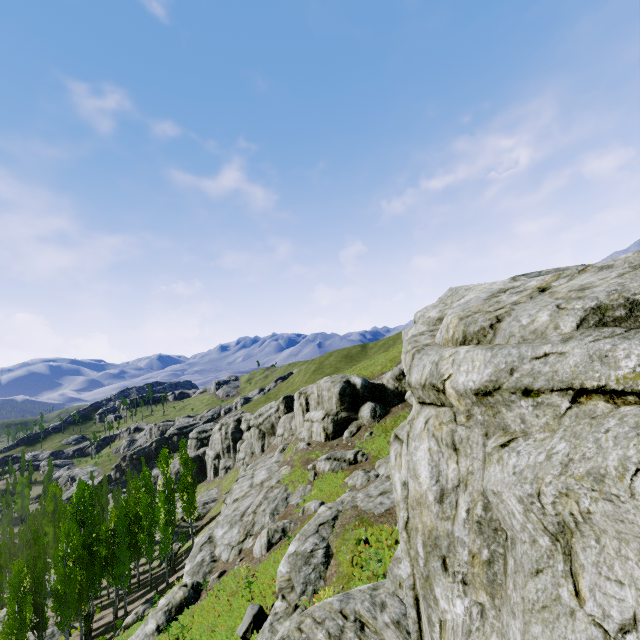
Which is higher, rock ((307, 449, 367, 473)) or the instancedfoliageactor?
rock ((307, 449, 367, 473))

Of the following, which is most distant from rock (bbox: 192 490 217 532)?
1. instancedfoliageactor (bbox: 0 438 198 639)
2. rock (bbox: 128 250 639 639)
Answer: rock (bbox: 128 250 639 639)

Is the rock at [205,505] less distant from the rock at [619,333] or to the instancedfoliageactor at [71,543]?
the instancedfoliageactor at [71,543]

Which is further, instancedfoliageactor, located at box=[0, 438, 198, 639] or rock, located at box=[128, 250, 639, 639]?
instancedfoliageactor, located at box=[0, 438, 198, 639]

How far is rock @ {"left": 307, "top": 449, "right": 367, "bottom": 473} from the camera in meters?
28.6 m

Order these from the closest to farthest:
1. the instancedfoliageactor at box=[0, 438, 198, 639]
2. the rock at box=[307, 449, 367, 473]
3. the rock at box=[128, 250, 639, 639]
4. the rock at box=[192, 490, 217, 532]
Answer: the rock at box=[128, 250, 639, 639] → the instancedfoliageactor at box=[0, 438, 198, 639] → the rock at box=[307, 449, 367, 473] → the rock at box=[192, 490, 217, 532]

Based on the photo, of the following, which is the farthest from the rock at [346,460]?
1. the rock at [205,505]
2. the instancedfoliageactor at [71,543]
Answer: the rock at [205,505]

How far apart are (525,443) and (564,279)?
3.0 meters
